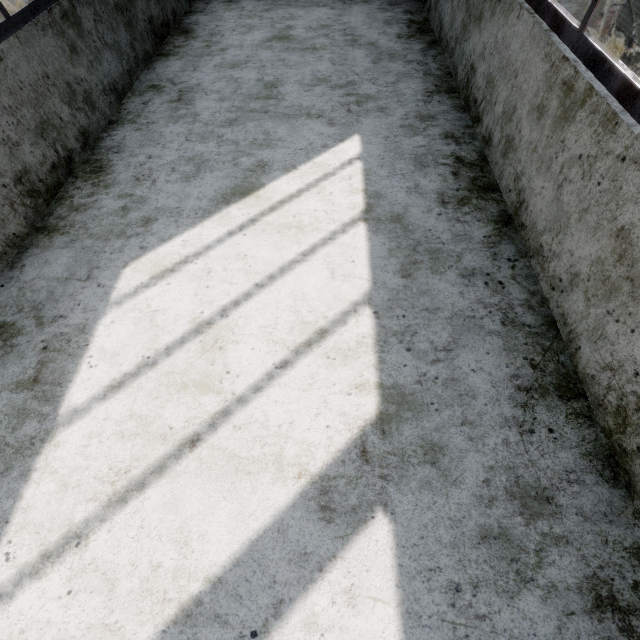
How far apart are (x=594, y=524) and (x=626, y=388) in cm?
57

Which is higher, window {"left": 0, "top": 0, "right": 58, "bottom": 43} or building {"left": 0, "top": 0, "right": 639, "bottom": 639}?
window {"left": 0, "top": 0, "right": 58, "bottom": 43}

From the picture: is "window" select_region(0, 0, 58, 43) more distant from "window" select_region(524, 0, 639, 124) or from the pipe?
"window" select_region(524, 0, 639, 124)

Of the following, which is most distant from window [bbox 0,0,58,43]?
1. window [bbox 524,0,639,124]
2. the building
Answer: window [bbox 524,0,639,124]

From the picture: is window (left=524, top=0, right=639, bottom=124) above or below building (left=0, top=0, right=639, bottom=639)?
above

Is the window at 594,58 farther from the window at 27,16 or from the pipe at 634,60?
the window at 27,16

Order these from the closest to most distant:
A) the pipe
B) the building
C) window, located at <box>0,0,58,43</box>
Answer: the building → window, located at <box>0,0,58,43</box> → the pipe

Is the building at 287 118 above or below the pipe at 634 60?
above
